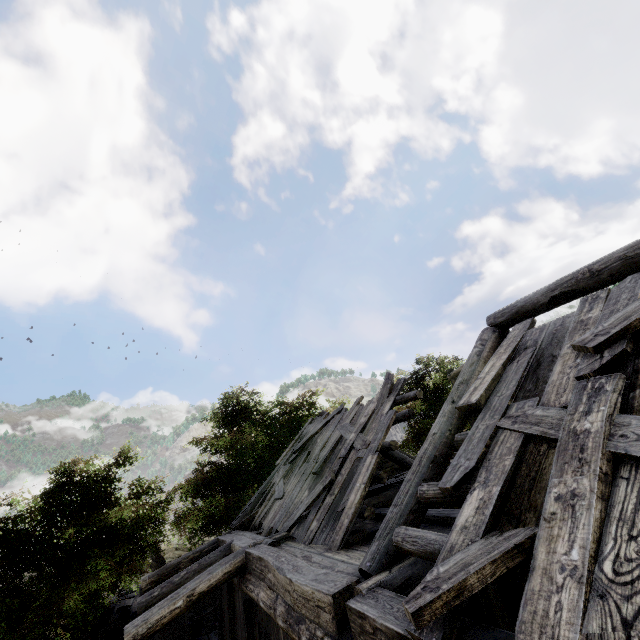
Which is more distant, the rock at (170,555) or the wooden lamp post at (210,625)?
the rock at (170,555)

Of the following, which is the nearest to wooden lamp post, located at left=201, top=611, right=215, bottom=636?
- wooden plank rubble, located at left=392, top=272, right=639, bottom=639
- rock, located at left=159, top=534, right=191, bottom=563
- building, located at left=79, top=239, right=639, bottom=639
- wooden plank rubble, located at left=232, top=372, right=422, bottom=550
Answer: building, located at left=79, top=239, right=639, bottom=639

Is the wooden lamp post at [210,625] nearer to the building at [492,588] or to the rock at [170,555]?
the building at [492,588]

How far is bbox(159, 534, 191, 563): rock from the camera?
36.0 meters

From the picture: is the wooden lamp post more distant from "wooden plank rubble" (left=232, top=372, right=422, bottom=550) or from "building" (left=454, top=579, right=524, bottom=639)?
"wooden plank rubble" (left=232, top=372, right=422, bottom=550)

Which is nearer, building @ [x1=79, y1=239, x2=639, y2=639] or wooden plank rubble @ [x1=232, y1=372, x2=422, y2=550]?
building @ [x1=79, y1=239, x2=639, y2=639]

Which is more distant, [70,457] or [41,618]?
[70,457]

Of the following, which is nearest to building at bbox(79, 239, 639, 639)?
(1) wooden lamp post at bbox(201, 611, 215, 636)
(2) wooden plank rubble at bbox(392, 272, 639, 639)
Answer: (2) wooden plank rubble at bbox(392, 272, 639, 639)
